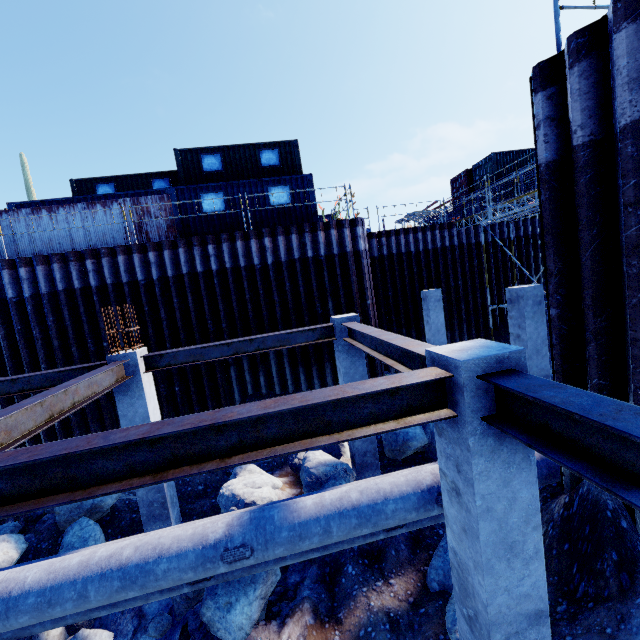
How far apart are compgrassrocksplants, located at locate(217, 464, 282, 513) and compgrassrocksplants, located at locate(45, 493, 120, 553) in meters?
2.4 m

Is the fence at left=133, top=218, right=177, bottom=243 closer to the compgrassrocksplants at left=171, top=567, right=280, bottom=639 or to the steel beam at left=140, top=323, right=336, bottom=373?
the steel beam at left=140, top=323, right=336, bottom=373

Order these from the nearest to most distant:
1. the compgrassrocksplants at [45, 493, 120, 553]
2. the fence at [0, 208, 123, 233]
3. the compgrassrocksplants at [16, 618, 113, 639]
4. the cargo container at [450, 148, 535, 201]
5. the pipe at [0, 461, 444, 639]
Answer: the pipe at [0, 461, 444, 639], the compgrassrocksplants at [16, 618, 113, 639], the compgrassrocksplants at [45, 493, 120, 553], the fence at [0, 208, 123, 233], the cargo container at [450, 148, 535, 201]

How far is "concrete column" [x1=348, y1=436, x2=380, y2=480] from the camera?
7.9 meters

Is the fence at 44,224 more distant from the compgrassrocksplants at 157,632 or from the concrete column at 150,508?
the compgrassrocksplants at 157,632

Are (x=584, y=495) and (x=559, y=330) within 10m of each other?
yes

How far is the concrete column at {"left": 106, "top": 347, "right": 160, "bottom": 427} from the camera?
6.9m

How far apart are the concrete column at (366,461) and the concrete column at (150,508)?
4.3 meters
